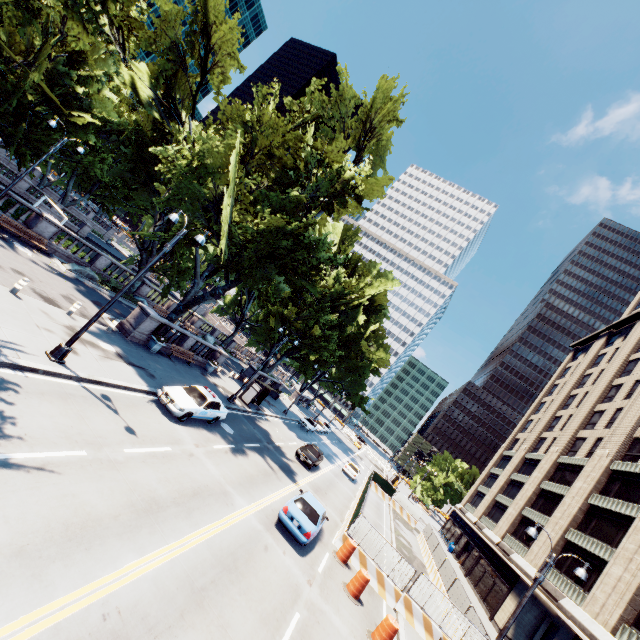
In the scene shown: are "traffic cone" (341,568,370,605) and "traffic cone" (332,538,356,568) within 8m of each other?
yes

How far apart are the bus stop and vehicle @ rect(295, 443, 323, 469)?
5.4 meters

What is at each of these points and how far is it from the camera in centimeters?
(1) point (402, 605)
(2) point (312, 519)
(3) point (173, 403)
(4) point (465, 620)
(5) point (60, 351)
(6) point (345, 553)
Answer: (1) concrete barrier, 1628cm
(2) vehicle, 1506cm
(3) vehicle, 1568cm
(4) fence, 1572cm
(5) light, 1209cm
(6) traffic cone, 1639cm

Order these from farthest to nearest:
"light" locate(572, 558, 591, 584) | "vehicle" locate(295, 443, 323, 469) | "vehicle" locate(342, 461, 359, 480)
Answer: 1. "vehicle" locate(342, 461, 359, 480)
2. "vehicle" locate(295, 443, 323, 469)
3. "light" locate(572, 558, 591, 584)

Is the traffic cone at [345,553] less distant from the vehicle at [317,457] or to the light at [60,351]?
the vehicle at [317,457]

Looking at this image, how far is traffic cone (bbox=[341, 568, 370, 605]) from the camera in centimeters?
1409cm

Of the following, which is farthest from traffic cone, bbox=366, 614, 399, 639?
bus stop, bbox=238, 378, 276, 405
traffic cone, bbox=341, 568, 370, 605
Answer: bus stop, bbox=238, 378, 276, 405

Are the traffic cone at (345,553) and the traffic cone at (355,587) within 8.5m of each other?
yes
